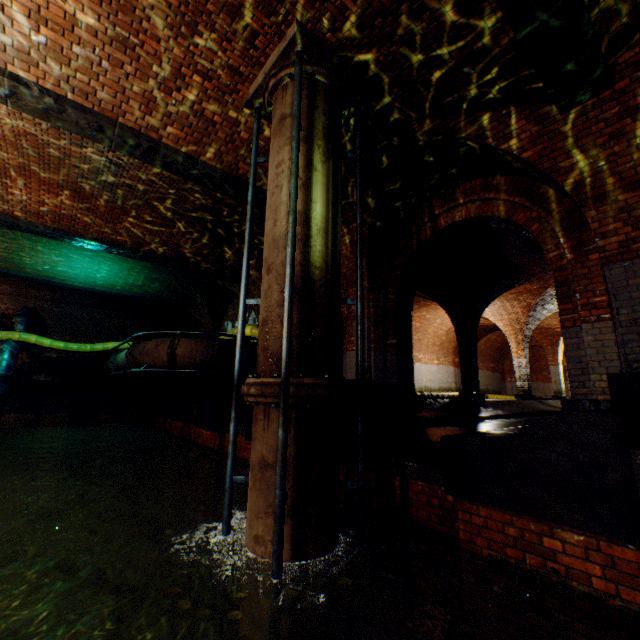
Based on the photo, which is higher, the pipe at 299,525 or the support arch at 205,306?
the support arch at 205,306

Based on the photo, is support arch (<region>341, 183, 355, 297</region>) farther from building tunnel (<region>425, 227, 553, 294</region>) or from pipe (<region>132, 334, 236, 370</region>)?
pipe (<region>132, 334, 236, 370</region>)

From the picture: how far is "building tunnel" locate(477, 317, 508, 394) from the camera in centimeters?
2029cm

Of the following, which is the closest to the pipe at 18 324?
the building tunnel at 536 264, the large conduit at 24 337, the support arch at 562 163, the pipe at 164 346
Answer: the large conduit at 24 337

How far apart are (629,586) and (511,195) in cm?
558

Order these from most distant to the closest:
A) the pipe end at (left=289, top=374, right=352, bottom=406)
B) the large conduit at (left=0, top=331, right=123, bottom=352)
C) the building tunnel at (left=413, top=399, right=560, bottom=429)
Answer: the large conduit at (left=0, top=331, right=123, bottom=352) < the building tunnel at (left=413, top=399, right=560, bottom=429) < the pipe end at (left=289, top=374, right=352, bottom=406)

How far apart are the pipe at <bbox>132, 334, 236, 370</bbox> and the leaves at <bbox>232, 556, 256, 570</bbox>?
6.43m

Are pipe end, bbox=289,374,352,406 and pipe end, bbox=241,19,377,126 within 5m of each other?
yes
